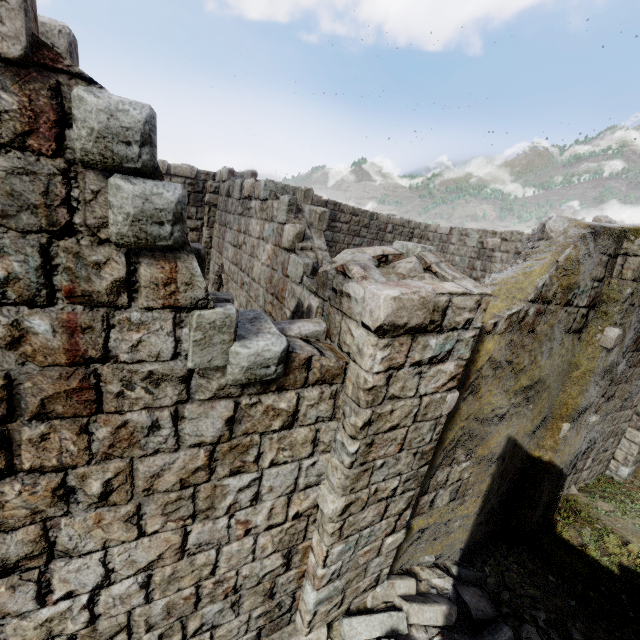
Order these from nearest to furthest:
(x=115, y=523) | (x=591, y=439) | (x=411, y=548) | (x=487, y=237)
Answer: (x=115, y=523) < (x=411, y=548) < (x=591, y=439) < (x=487, y=237)

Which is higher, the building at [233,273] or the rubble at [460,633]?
the building at [233,273]

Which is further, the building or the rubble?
the rubble

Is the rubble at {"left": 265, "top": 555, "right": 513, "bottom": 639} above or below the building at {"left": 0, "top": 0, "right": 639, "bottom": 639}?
below

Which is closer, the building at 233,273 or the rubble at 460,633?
the building at 233,273
